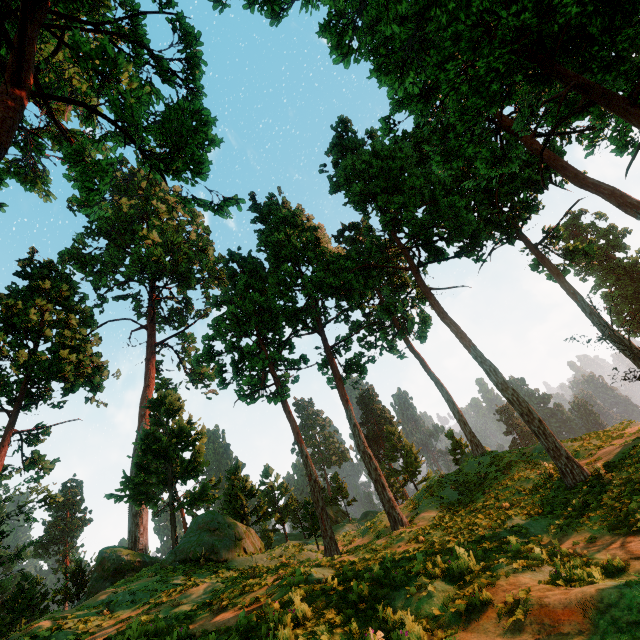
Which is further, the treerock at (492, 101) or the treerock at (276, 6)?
the treerock at (276, 6)

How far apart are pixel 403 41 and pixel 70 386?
31.43m

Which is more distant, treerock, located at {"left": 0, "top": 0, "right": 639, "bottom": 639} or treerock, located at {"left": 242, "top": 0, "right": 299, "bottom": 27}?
treerock, located at {"left": 242, "top": 0, "right": 299, "bottom": 27}
